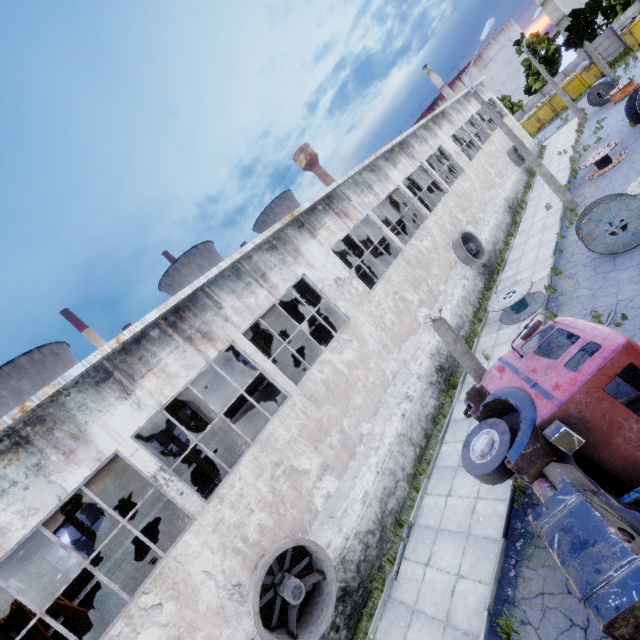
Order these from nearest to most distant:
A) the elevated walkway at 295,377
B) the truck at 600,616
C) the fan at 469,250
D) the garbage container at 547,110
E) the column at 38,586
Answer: the truck at 600,616 → the column at 38,586 → the elevated walkway at 295,377 → the fan at 469,250 → the garbage container at 547,110

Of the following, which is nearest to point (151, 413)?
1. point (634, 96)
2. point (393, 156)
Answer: point (393, 156)

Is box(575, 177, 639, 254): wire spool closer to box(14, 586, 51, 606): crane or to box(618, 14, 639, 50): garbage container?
box(14, 586, 51, 606): crane

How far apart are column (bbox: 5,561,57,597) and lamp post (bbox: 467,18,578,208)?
33.9 meters

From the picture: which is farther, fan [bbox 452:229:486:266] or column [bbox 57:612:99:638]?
fan [bbox 452:229:486:266]

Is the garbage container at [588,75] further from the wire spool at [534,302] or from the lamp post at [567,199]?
the wire spool at [534,302]

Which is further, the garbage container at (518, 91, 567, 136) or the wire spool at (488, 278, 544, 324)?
the garbage container at (518, 91, 567, 136)

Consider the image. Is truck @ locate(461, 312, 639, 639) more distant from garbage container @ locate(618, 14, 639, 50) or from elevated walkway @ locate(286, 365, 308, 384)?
garbage container @ locate(618, 14, 639, 50)
